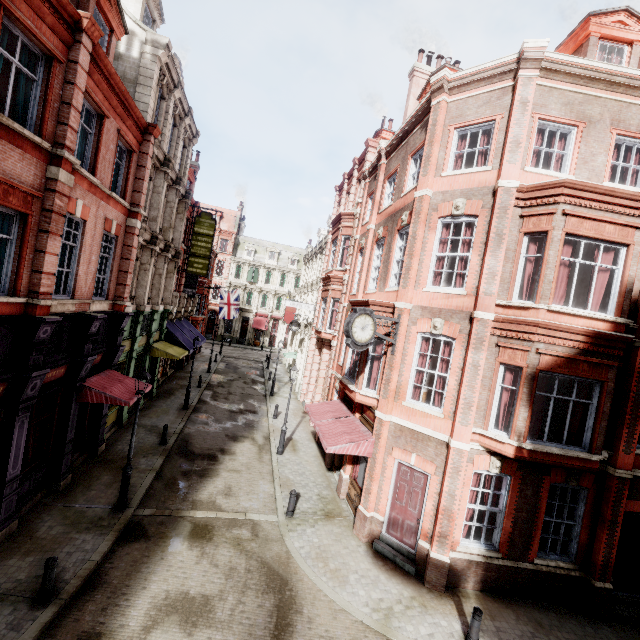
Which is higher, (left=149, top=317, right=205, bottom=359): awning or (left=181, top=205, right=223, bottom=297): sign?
(left=181, top=205, right=223, bottom=297): sign

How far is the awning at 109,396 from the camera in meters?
11.4 m

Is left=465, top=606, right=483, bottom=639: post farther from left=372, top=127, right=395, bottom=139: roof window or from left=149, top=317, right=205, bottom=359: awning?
left=372, top=127, right=395, bottom=139: roof window

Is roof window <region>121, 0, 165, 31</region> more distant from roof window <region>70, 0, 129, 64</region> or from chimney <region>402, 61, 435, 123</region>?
chimney <region>402, 61, 435, 123</region>

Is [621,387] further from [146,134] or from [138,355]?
[138,355]

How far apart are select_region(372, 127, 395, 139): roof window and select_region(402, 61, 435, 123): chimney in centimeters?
218cm

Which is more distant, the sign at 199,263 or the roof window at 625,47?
the sign at 199,263

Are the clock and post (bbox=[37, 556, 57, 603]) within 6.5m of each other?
no
